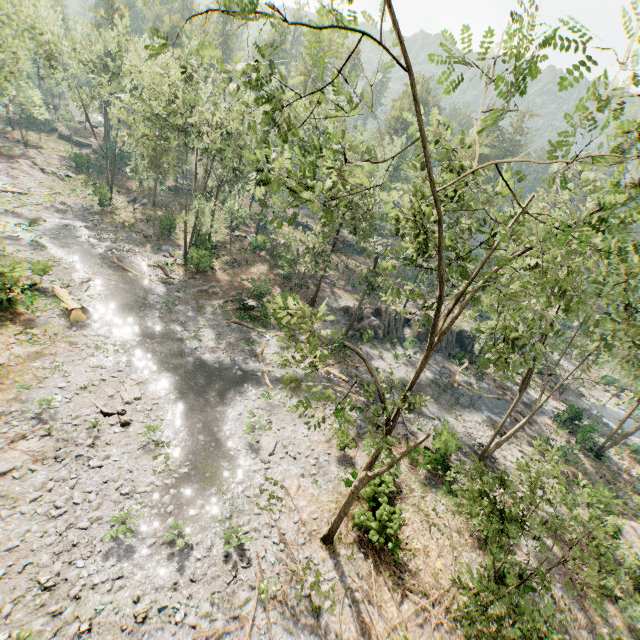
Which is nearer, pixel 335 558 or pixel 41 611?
pixel 41 611

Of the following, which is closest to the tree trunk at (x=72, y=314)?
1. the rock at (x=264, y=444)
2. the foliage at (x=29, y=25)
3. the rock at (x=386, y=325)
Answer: the foliage at (x=29, y=25)

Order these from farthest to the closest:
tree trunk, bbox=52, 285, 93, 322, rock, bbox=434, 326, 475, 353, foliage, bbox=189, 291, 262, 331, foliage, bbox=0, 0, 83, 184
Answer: rock, bbox=434, 326, 475, 353 → foliage, bbox=189, 291, 262, 331 → foliage, bbox=0, 0, 83, 184 → tree trunk, bbox=52, 285, 93, 322

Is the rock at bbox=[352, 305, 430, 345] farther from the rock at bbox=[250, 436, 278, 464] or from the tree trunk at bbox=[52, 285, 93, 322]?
the tree trunk at bbox=[52, 285, 93, 322]

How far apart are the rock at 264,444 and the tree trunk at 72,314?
14.7m

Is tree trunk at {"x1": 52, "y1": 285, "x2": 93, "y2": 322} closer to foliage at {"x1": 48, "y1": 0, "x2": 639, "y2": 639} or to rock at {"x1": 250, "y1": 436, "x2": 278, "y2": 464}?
foliage at {"x1": 48, "y1": 0, "x2": 639, "y2": 639}

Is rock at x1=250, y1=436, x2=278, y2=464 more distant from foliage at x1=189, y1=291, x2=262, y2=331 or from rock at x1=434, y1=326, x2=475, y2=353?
rock at x1=434, y1=326, x2=475, y2=353
